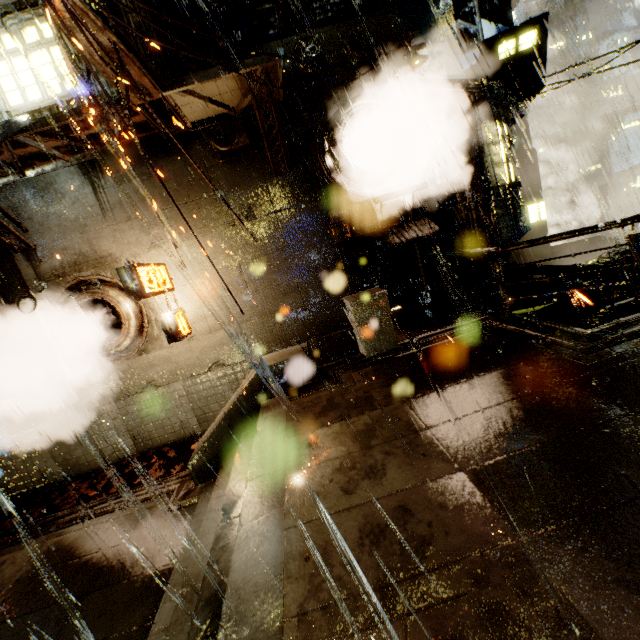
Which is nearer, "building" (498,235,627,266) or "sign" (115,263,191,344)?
"sign" (115,263,191,344)

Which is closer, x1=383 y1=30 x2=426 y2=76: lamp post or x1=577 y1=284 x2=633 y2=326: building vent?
x1=383 y1=30 x2=426 y2=76: lamp post

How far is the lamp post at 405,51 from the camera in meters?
8.5

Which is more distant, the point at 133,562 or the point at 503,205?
the point at 503,205

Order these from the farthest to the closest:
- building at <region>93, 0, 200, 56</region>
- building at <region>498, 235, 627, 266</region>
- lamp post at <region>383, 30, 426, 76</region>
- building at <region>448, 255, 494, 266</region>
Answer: building at <region>498, 235, 627, 266</region>
building at <region>448, 255, 494, 266</region>
lamp post at <region>383, 30, 426, 76</region>
building at <region>93, 0, 200, 56</region>

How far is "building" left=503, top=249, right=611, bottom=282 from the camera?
10.4 meters

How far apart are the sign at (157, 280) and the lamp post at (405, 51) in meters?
8.1 m

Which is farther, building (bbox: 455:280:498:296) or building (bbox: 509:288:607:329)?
building (bbox: 455:280:498:296)
